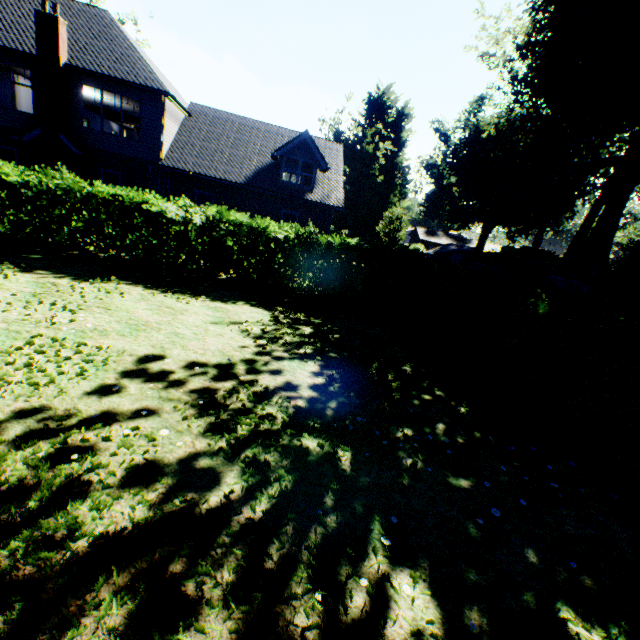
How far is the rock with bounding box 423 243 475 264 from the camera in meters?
25.7

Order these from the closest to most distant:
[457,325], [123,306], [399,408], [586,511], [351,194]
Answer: [586,511] → [399,408] → [123,306] → [457,325] → [351,194]

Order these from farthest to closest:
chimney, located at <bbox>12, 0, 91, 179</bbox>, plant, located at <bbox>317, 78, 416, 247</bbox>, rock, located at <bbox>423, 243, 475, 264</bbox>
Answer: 1. plant, located at <bbox>317, 78, 416, 247</bbox>
2. rock, located at <bbox>423, 243, 475, 264</bbox>
3. chimney, located at <bbox>12, 0, 91, 179</bbox>

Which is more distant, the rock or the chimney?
the rock

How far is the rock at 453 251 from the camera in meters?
25.7 m

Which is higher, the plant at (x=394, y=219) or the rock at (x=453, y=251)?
the plant at (x=394, y=219)

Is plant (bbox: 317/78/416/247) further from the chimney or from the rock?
the chimney
